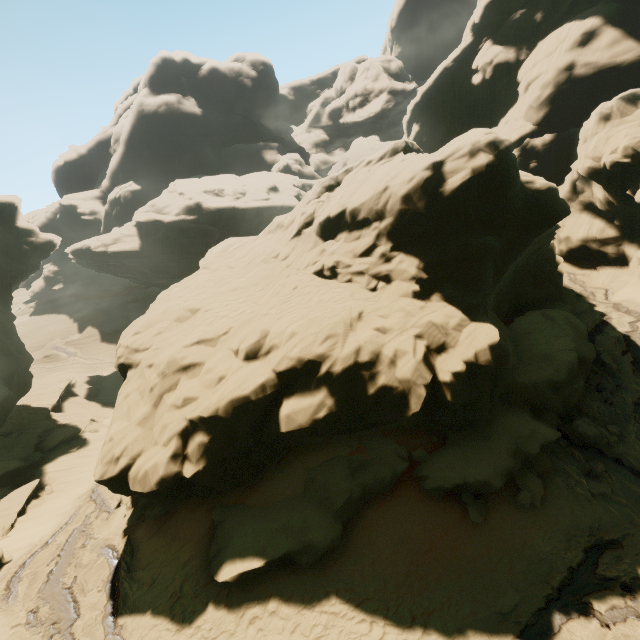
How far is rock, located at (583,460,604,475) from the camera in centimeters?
1086cm

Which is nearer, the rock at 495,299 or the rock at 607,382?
the rock at 495,299

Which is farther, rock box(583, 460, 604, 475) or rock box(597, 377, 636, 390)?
rock box(597, 377, 636, 390)

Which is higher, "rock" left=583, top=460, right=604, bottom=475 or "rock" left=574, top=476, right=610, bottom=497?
"rock" left=583, top=460, right=604, bottom=475

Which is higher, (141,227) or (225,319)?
→ (141,227)
